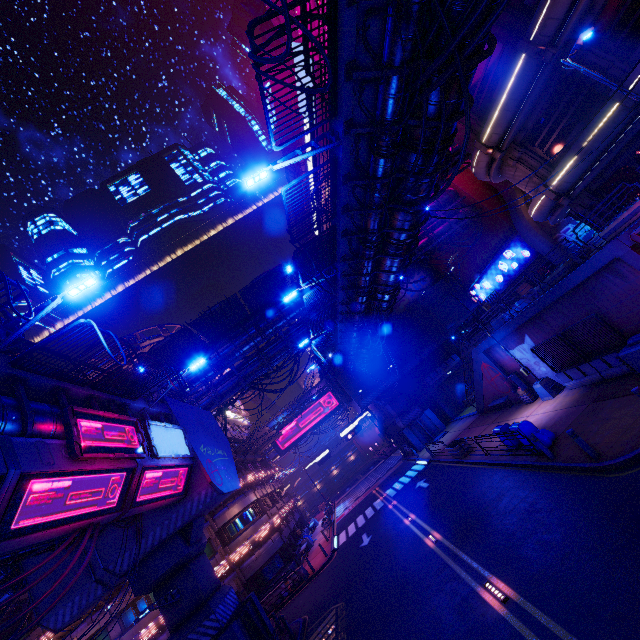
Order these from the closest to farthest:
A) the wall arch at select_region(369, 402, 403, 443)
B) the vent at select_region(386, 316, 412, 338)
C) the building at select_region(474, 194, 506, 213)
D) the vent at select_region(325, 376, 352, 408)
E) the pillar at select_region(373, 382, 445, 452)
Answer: the building at select_region(474, 194, 506, 213) < the pillar at select_region(373, 382, 445, 452) < the vent at select_region(325, 376, 352, 408) < the vent at select_region(386, 316, 412, 338) < the wall arch at select_region(369, 402, 403, 443)

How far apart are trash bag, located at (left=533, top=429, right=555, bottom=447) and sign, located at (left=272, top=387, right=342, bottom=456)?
43.68m

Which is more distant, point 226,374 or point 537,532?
point 226,374

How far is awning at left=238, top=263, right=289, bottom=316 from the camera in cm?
2547

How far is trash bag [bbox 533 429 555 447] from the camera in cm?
1339

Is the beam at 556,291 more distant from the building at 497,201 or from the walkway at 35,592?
the walkway at 35,592

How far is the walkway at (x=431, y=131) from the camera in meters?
9.1

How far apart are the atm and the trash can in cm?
583
